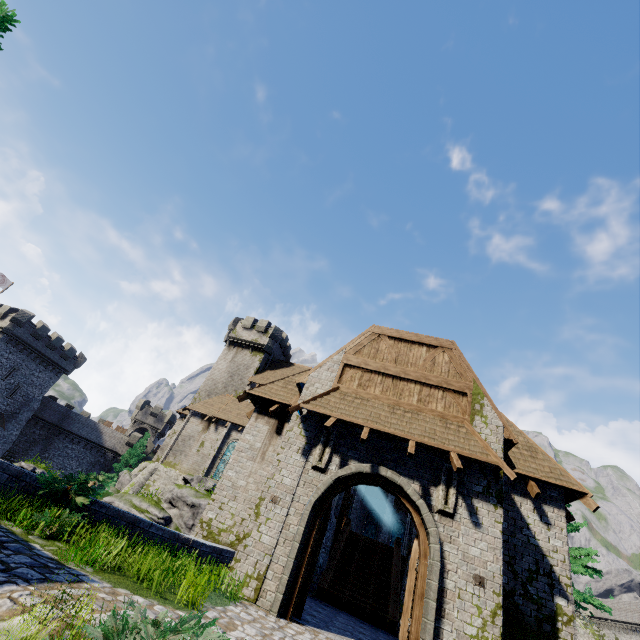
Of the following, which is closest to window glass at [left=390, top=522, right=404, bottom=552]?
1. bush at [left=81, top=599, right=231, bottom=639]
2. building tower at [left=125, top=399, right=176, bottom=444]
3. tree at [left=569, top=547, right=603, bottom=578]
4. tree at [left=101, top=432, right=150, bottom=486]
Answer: tree at [left=569, top=547, right=603, bottom=578]

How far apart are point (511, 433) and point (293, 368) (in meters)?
34.46

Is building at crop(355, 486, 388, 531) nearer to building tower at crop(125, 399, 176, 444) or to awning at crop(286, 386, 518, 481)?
awning at crop(286, 386, 518, 481)

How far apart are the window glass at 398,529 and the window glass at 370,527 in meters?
1.5 m

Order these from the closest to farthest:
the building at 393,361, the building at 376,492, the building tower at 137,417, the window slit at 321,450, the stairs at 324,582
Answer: the building at 393,361
the window slit at 321,450
the stairs at 324,582
the building at 376,492
the building tower at 137,417

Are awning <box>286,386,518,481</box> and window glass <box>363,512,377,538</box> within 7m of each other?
no

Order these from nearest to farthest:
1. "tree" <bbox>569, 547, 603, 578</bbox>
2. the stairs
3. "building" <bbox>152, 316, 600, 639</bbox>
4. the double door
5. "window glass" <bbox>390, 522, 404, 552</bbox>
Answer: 1. the double door
2. "building" <bbox>152, 316, 600, 639</bbox>
3. the stairs
4. "tree" <bbox>569, 547, 603, 578</bbox>
5. "window glass" <bbox>390, 522, 404, 552</bbox>
